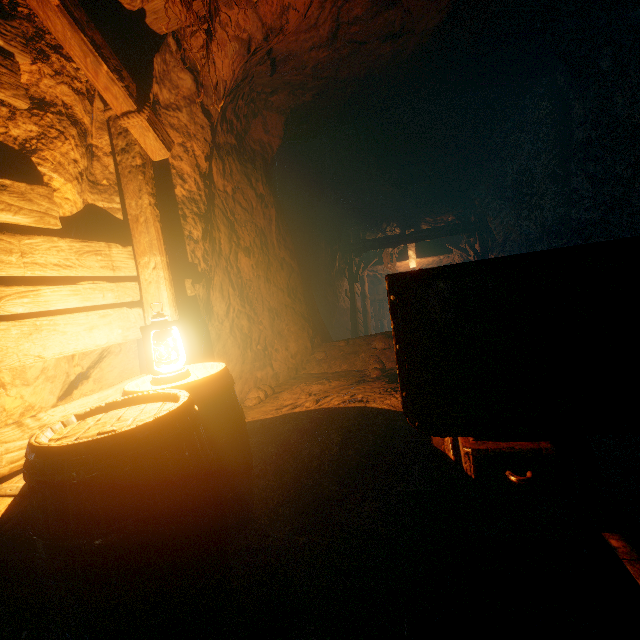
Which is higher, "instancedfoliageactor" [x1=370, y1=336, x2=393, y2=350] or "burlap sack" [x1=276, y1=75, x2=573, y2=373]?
"burlap sack" [x1=276, y1=75, x2=573, y2=373]

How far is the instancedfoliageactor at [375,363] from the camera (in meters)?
4.97

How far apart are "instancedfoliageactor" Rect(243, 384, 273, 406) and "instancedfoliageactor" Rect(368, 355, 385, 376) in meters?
1.6

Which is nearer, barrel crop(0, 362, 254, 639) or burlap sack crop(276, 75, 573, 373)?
barrel crop(0, 362, 254, 639)

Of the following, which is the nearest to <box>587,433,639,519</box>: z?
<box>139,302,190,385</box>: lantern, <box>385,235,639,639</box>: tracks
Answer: <box>385,235,639,639</box>: tracks

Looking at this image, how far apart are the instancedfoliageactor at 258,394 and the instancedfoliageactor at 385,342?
1.9m

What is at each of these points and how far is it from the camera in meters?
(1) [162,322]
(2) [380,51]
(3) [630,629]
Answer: (1) lantern, 2.0 m
(2) z, 4.3 m
(3) z, 1.2 m

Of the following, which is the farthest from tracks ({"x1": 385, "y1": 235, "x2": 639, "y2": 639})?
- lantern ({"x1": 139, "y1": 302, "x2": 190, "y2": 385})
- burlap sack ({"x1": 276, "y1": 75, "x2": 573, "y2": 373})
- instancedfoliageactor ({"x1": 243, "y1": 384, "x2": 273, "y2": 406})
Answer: instancedfoliageactor ({"x1": 243, "y1": 384, "x2": 273, "y2": 406})
